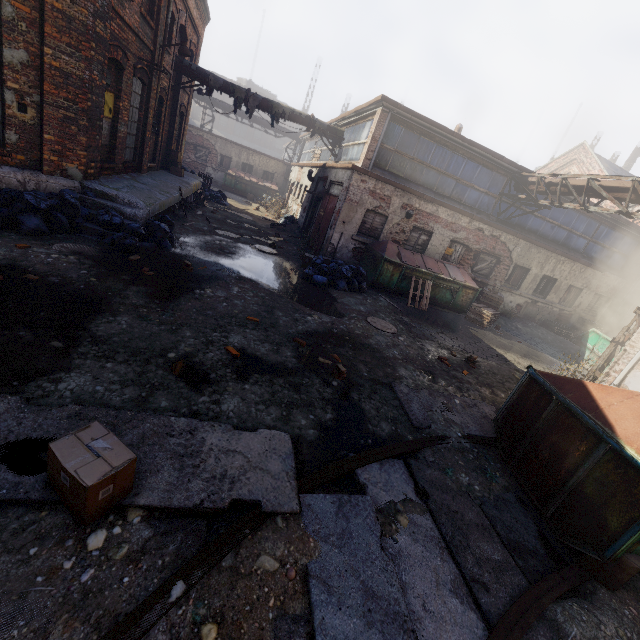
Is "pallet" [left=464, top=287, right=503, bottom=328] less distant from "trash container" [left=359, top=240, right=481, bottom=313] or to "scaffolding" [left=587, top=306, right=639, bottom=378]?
"trash container" [left=359, top=240, right=481, bottom=313]

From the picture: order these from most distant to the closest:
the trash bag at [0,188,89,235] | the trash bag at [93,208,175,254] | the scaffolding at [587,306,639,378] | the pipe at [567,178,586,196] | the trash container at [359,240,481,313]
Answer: the trash container at [359,240,481,313] < the pipe at [567,178,586,196] < the scaffolding at [587,306,639,378] < the trash bag at [93,208,175,254] < the trash bag at [0,188,89,235]

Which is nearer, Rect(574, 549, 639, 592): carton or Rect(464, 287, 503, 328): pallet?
Rect(574, 549, 639, 592): carton

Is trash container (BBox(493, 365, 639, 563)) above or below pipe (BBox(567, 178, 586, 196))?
below

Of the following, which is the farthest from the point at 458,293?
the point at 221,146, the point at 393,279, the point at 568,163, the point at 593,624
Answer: the point at 221,146

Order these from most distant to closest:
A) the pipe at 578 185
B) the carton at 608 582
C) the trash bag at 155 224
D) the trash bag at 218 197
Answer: the trash bag at 218 197 < the pipe at 578 185 < the trash bag at 155 224 < the carton at 608 582

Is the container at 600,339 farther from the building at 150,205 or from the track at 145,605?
the building at 150,205

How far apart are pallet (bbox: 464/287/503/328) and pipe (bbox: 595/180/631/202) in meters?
4.8
